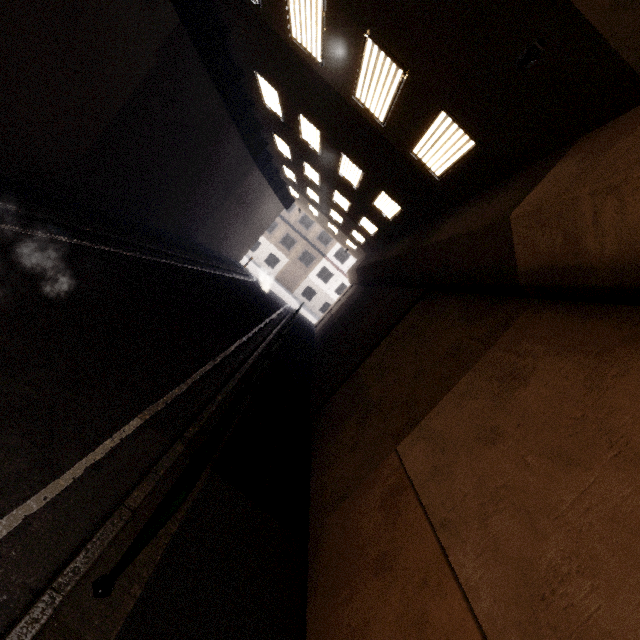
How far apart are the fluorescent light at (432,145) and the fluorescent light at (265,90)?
5.77m

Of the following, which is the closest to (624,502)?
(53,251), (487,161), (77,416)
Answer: (77,416)

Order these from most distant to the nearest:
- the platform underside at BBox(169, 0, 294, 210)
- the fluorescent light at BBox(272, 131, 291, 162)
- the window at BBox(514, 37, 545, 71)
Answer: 1. the fluorescent light at BBox(272, 131, 291, 162)
2. the platform underside at BBox(169, 0, 294, 210)
3. the window at BBox(514, 37, 545, 71)

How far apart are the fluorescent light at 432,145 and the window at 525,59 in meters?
1.8

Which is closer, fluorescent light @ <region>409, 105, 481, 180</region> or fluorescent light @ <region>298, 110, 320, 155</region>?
fluorescent light @ <region>409, 105, 481, 180</region>

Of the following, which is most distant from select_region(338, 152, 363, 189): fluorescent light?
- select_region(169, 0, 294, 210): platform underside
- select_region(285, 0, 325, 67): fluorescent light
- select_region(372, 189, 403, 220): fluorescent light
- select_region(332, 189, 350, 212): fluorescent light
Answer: select_region(169, 0, 294, 210): platform underside

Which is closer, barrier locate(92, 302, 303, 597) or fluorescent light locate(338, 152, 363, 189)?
barrier locate(92, 302, 303, 597)

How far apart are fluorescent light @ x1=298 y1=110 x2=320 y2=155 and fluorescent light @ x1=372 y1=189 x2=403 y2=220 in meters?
2.8
